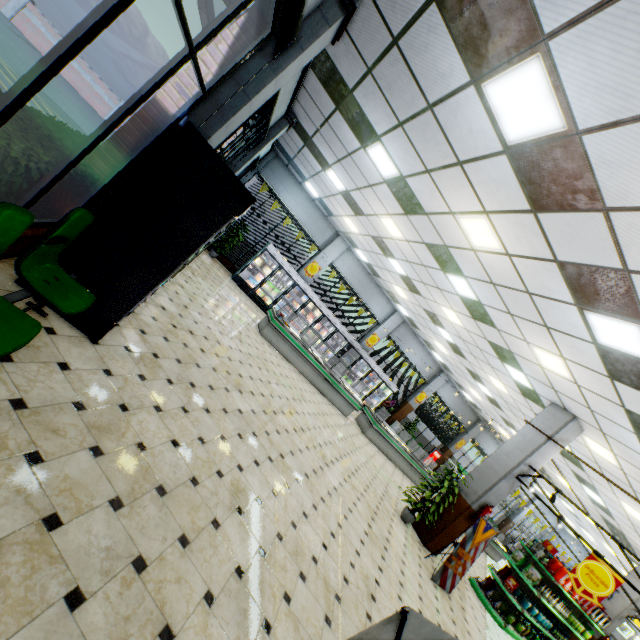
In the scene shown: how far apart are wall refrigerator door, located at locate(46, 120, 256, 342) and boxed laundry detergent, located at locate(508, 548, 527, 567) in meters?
11.5 m

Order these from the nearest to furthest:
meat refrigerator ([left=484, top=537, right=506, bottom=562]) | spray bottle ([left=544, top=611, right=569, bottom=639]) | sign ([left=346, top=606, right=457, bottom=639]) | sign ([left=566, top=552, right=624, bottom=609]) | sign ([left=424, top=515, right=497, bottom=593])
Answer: sign ([left=346, top=606, right=457, bottom=639]) < sign ([left=566, top=552, right=624, bottom=609]) < sign ([left=424, top=515, right=497, bottom=593]) < spray bottle ([left=544, top=611, right=569, bottom=639]) < meat refrigerator ([left=484, top=537, right=506, bottom=562])

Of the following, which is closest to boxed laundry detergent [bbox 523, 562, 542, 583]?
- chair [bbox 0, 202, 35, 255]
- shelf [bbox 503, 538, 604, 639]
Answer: shelf [bbox 503, 538, 604, 639]

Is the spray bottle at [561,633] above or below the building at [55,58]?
below

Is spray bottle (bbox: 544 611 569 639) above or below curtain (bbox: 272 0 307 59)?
below

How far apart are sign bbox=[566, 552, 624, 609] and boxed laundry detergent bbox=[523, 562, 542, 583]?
3.1 meters

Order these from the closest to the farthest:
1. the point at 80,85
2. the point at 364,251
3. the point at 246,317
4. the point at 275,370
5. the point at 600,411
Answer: the point at 600,411
the point at 275,370
the point at 246,317
the point at 364,251
the point at 80,85

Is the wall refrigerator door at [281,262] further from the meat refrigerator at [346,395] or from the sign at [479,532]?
the sign at [479,532]
